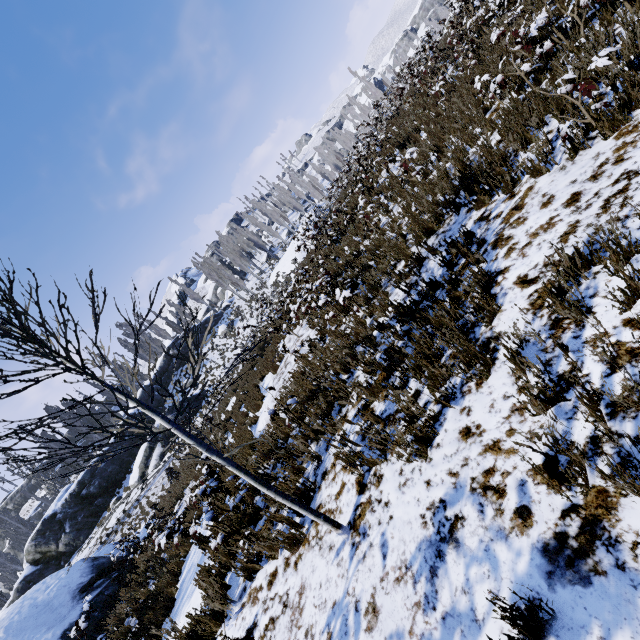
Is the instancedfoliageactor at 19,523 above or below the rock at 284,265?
above

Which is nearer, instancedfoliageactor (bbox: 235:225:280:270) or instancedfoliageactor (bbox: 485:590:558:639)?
instancedfoliageactor (bbox: 485:590:558:639)

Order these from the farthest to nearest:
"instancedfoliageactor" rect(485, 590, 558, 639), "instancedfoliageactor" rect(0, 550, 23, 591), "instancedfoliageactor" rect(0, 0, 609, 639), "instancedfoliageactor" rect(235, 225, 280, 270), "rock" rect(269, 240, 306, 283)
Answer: "instancedfoliageactor" rect(235, 225, 280, 270) → "rock" rect(269, 240, 306, 283) → "instancedfoliageactor" rect(0, 550, 23, 591) → "instancedfoliageactor" rect(0, 0, 609, 639) → "instancedfoliageactor" rect(485, 590, 558, 639)

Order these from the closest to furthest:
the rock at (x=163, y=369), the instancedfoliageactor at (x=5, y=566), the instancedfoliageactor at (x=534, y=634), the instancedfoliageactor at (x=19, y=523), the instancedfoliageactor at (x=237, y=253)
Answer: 1. the instancedfoliageactor at (x=534, y=634)
2. the instancedfoliageactor at (x=5, y=566)
3. the instancedfoliageactor at (x=19, y=523)
4. the rock at (x=163, y=369)
5. the instancedfoliageactor at (x=237, y=253)

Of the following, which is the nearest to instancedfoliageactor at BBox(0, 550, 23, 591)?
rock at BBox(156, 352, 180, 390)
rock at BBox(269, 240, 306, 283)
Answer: rock at BBox(269, 240, 306, 283)

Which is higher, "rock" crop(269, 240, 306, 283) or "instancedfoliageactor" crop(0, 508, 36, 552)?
"instancedfoliageactor" crop(0, 508, 36, 552)

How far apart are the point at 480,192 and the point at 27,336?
6.2 meters

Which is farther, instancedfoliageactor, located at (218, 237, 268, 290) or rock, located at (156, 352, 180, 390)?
instancedfoliageactor, located at (218, 237, 268, 290)
